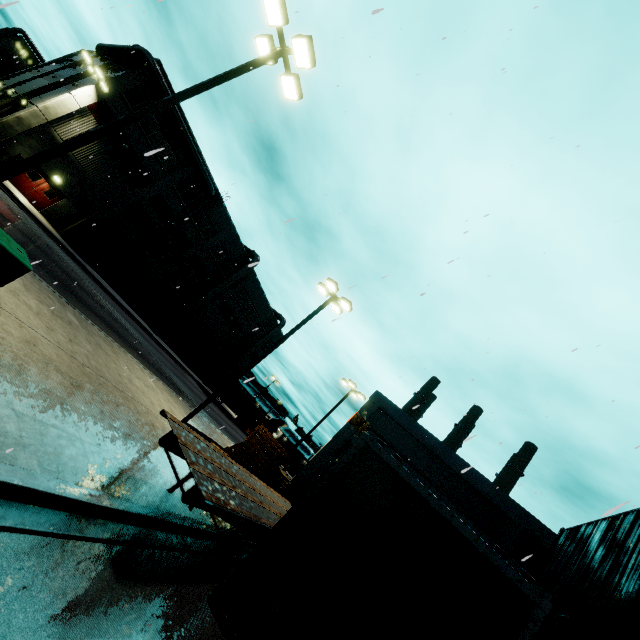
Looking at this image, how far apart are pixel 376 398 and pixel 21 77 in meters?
51.2

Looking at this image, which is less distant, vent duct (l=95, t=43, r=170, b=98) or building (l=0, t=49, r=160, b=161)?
building (l=0, t=49, r=160, b=161)

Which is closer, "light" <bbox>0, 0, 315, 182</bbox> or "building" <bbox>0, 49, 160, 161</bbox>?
"light" <bbox>0, 0, 315, 182</bbox>

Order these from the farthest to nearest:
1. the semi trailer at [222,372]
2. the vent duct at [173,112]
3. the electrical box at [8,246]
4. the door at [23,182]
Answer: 1. the semi trailer at [222,372]
2. the vent duct at [173,112]
3. the door at [23,182]
4. the electrical box at [8,246]

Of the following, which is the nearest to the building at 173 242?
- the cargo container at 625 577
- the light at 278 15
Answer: the cargo container at 625 577

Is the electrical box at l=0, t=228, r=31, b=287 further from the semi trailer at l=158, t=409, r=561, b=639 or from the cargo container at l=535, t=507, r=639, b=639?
the cargo container at l=535, t=507, r=639, b=639

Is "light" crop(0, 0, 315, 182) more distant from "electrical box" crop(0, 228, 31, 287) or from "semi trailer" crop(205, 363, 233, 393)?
"semi trailer" crop(205, 363, 233, 393)

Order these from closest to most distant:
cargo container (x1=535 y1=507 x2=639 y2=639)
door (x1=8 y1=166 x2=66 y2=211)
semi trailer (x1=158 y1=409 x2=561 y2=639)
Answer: semi trailer (x1=158 y1=409 x2=561 y2=639) → cargo container (x1=535 y1=507 x2=639 y2=639) → door (x1=8 y1=166 x2=66 y2=211)
